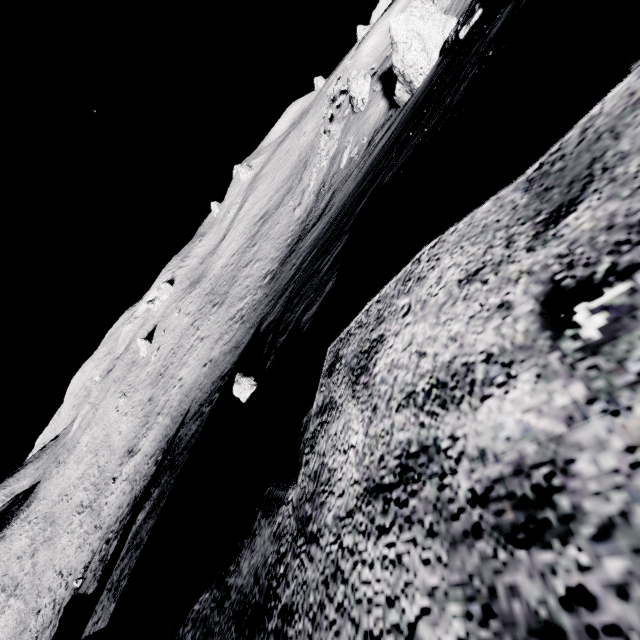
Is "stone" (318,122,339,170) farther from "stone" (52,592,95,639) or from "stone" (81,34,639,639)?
"stone" (52,592,95,639)

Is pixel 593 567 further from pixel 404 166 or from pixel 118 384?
pixel 118 384

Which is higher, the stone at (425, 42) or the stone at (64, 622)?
the stone at (425, 42)

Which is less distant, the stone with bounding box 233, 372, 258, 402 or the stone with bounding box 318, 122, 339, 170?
the stone with bounding box 233, 372, 258, 402

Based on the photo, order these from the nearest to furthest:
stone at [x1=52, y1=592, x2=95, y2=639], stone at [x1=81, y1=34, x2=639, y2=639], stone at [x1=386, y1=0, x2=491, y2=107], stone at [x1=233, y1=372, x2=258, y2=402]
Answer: stone at [x1=81, y1=34, x2=639, y2=639] < stone at [x1=233, y1=372, x2=258, y2=402] < stone at [x1=386, y1=0, x2=491, y2=107] < stone at [x1=52, y1=592, x2=95, y2=639]

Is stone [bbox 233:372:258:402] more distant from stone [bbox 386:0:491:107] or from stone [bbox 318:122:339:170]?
stone [bbox 318:122:339:170]

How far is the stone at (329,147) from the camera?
25.91m

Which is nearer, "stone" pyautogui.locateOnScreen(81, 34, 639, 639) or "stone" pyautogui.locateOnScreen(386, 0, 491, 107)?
"stone" pyautogui.locateOnScreen(81, 34, 639, 639)
